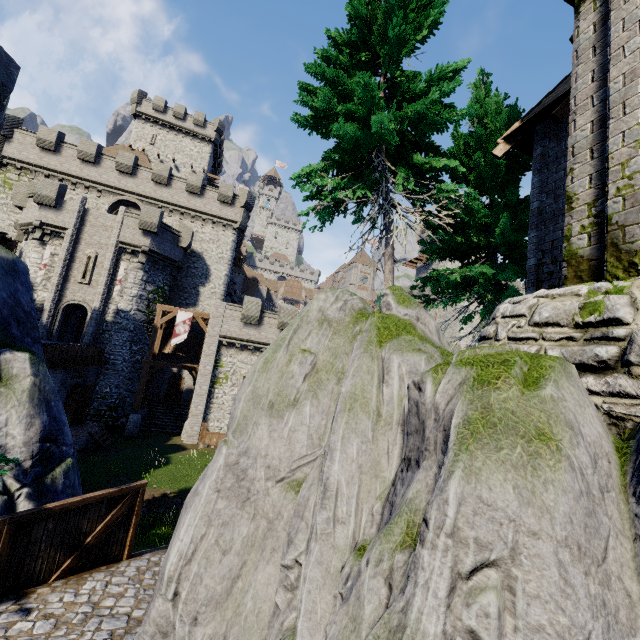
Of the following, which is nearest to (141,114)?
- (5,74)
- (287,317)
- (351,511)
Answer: (5,74)

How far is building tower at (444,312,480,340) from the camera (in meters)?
42.76

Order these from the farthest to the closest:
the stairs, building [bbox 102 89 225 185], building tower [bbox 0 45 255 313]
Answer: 1. building [bbox 102 89 225 185]
2. building tower [bbox 0 45 255 313]
3. the stairs

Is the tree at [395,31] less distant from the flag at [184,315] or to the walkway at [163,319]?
the walkway at [163,319]

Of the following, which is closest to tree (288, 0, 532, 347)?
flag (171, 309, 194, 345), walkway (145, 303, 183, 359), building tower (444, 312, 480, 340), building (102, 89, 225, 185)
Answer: walkway (145, 303, 183, 359)

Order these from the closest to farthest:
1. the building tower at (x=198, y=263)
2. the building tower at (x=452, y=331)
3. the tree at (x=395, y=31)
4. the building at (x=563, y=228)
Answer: the building at (x=563, y=228), the tree at (x=395, y=31), the building tower at (x=198, y=263), the building tower at (x=452, y=331)

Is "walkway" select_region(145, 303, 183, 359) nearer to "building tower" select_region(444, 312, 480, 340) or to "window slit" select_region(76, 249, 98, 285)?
"window slit" select_region(76, 249, 98, 285)

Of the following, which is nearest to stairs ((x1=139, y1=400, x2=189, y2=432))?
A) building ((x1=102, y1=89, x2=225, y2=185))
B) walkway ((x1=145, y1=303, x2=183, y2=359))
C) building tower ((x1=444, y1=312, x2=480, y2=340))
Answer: walkway ((x1=145, y1=303, x2=183, y2=359))
